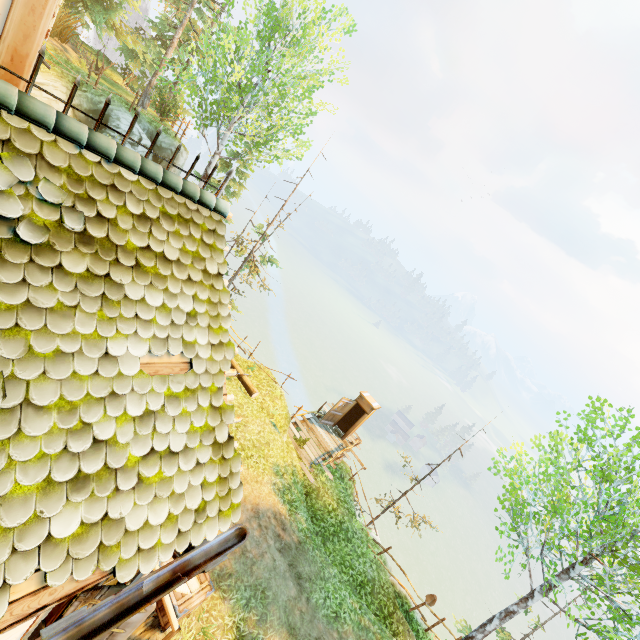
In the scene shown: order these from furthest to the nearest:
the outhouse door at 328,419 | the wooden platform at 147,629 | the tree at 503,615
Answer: the outhouse door at 328,419 → the tree at 503,615 → the wooden platform at 147,629

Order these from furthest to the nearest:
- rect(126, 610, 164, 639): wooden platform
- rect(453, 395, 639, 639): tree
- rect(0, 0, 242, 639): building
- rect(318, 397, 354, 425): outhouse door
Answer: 1. rect(318, 397, 354, 425): outhouse door
2. rect(453, 395, 639, 639): tree
3. rect(126, 610, 164, 639): wooden platform
4. rect(0, 0, 242, 639): building

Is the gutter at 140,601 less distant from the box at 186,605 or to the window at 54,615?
the window at 54,615

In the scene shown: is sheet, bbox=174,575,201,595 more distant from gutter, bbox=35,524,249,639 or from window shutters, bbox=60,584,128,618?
gutter, bbox=35,524,249,639

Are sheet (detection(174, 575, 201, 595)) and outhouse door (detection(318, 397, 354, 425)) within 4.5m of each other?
no

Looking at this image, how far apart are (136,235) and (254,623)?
9.6m

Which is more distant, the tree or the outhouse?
the outhouse

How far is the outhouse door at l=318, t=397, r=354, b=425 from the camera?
17.0 meters
